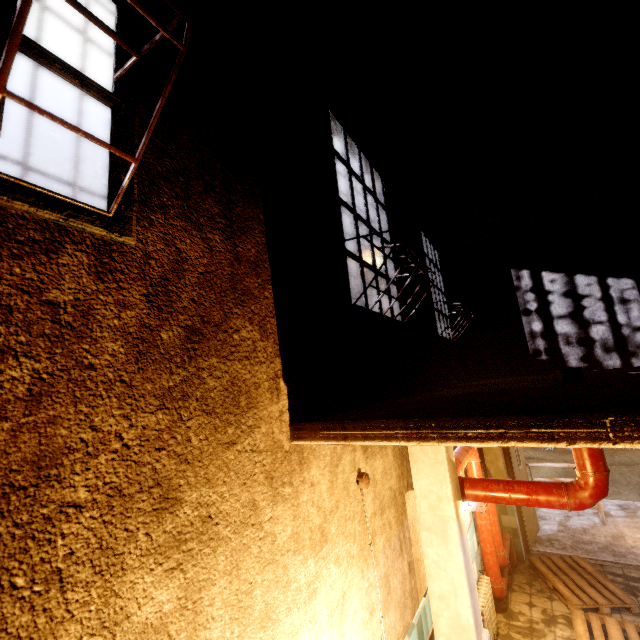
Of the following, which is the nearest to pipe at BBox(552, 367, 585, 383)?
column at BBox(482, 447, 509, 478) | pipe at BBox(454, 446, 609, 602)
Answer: pipe at BBox(454, 446, 609, 602)

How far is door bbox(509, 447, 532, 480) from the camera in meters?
6.2 m

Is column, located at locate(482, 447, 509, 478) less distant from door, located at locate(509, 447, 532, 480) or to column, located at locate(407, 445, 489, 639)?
door, located at locate(509, 447, 532, 480)

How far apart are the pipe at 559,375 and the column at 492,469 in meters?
3.6 m

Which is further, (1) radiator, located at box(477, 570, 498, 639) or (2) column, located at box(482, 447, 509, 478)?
(2) column, located at box(482, 447, 509, 478)

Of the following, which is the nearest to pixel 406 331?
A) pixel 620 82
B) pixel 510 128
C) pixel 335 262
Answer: pixel 335 262

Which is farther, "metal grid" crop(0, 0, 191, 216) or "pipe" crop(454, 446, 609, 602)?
"pipe" crop(454, 446, 609, 602)
